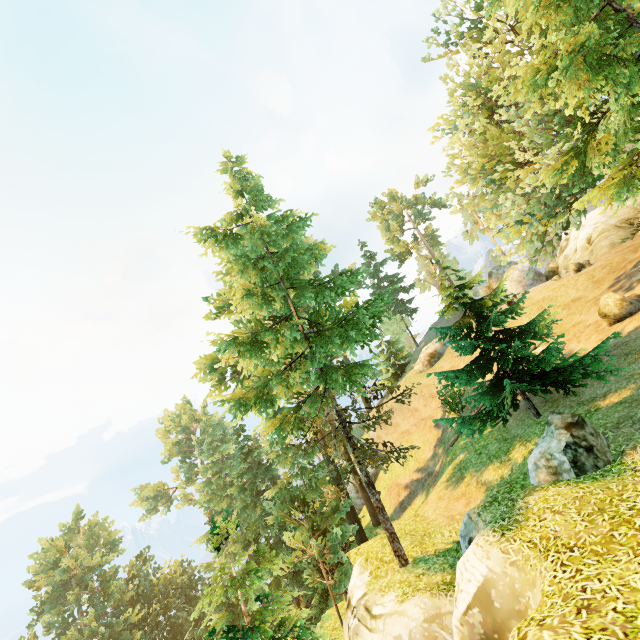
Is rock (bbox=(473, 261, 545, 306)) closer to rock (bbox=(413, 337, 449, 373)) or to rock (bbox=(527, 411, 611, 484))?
rock (bbox=(413, 337, 449, 373))

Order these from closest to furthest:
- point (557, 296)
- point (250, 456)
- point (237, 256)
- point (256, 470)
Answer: point (237, 256) → point (557, 296) → point (250, 456) → point (256, 470)

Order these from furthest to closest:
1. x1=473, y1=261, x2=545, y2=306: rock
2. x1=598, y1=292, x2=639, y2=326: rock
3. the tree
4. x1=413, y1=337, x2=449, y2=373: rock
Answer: x1=413, y1=337, x2=449, y2=373: rock, x1=473, y1=261, x2=545, y2=306: rock, x1=598, y1=292, x2=639, y2=326: rock, the tree

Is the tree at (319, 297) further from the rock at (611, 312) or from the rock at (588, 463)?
the rock at (588, 463)

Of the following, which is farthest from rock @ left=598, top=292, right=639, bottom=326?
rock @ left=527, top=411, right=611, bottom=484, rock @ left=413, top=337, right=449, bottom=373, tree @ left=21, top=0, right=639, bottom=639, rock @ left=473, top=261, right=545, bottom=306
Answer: rock @ left=413, top=337, right=449, bottom=373

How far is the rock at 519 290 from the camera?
33.5m

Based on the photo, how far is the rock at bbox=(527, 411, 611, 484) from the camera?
7.63m

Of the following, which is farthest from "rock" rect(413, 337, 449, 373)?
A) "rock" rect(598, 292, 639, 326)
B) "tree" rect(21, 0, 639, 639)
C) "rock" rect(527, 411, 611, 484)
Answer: "rock" rect(527, 411, 611, 484)
